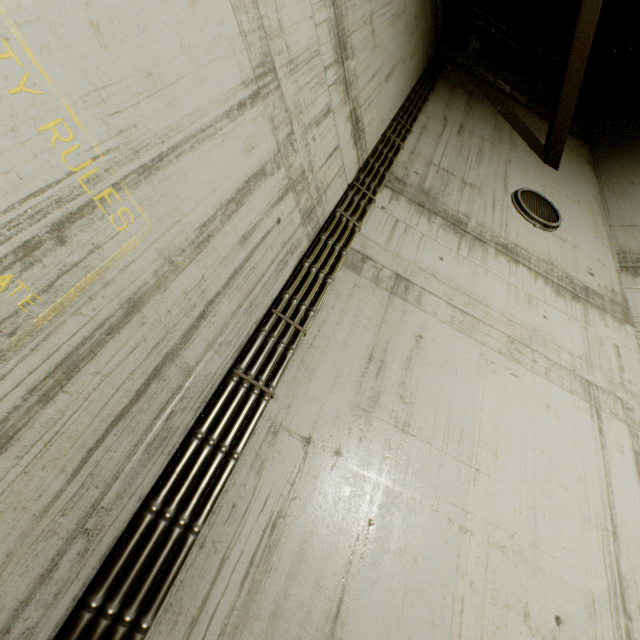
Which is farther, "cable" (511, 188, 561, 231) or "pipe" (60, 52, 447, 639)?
"cable" (511, 188, 561, 231)

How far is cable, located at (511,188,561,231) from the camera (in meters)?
4.60

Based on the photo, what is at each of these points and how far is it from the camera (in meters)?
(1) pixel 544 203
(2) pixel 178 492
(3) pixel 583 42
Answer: (1) cable, 4.95
(2) pipe, 1.72
(3) beam, 4.67

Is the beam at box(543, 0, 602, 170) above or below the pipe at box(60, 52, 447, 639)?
above

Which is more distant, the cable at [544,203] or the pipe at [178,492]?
the cable at [544,203]

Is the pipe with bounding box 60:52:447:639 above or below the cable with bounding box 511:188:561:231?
below

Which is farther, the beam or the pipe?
the beam

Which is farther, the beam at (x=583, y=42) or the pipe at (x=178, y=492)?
the beam at (x=583, y=42)
